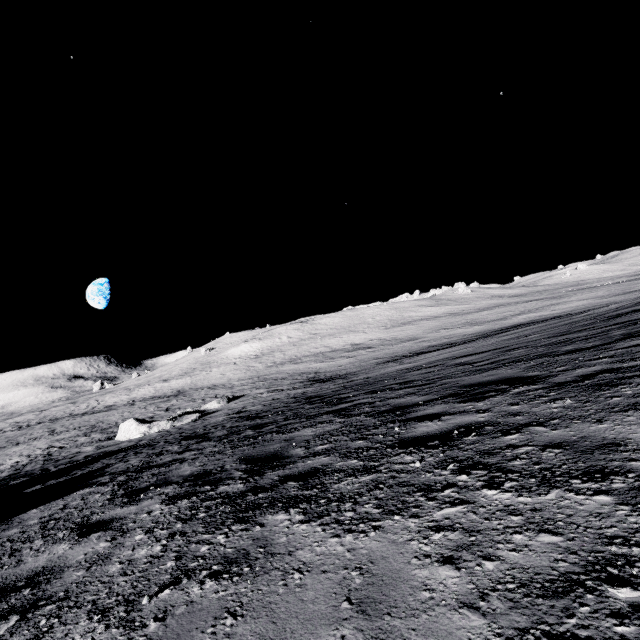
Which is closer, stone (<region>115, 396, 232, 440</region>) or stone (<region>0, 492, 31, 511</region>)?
stone (<region>0, 492, 31, 511</region>)

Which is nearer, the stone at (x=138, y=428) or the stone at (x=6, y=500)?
the stone at (x=6, y=500)

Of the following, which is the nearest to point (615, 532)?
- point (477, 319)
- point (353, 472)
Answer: point (353, 472)

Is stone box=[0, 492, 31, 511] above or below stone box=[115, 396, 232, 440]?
above

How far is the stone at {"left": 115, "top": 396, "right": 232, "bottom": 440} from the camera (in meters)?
18.89

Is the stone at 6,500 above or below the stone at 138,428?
above
